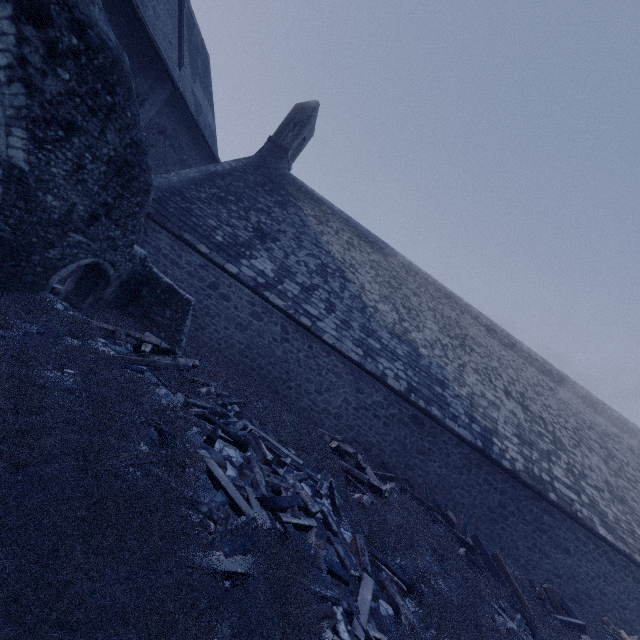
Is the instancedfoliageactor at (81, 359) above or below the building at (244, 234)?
below

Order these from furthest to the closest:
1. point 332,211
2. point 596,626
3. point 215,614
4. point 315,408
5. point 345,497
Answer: point 332,211 < point 315,408 < point 596,626 < point 345,497 < point 215,614

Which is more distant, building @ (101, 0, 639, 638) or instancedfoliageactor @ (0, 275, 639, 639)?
building @ (101, 0, 639, 638)

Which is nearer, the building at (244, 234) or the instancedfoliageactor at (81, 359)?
the instancedfoliageactor at (81, 359)

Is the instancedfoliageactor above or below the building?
below
